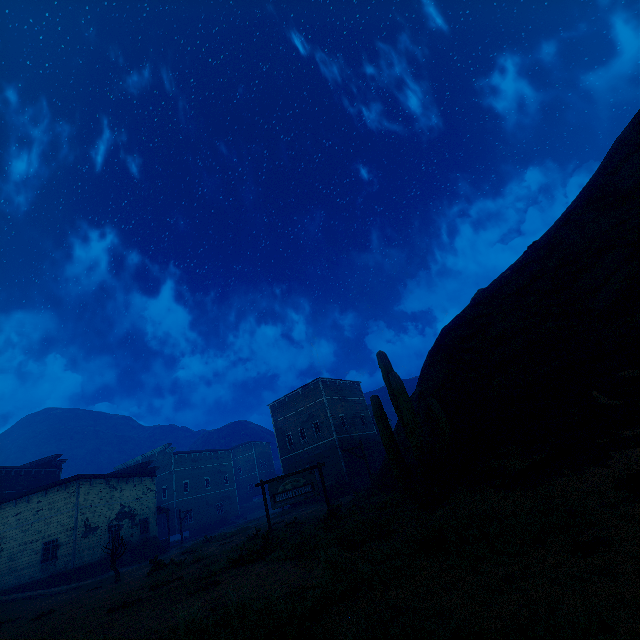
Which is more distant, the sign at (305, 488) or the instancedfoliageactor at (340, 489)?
the instancedfoliageactor at (340, 489)

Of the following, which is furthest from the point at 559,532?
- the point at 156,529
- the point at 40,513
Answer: the point at 156,529

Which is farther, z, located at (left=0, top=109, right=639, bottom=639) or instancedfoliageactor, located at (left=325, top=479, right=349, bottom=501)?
instancedfoliageactor, located at (left=325, top=479, right=349, bottom=501)

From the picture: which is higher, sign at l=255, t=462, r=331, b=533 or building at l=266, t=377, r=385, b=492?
building at l=266, t=377, r=385, b=492

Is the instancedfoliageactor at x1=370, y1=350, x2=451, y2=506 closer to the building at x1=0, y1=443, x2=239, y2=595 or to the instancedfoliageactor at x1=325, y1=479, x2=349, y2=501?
the instancedfoliageactor at x1=325, y1=479, x2=349, y2=501

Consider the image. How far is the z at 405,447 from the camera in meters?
10.5

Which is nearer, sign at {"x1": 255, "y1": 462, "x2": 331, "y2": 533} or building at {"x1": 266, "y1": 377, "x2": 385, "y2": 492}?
sign at {"x1": 255, "y1": 462, "x2": 331, "y2": 533}

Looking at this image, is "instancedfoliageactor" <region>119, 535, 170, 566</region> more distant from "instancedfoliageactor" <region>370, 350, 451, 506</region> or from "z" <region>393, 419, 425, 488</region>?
"instancedfoliageactor" <region>370, 350, 451, 506</region>
